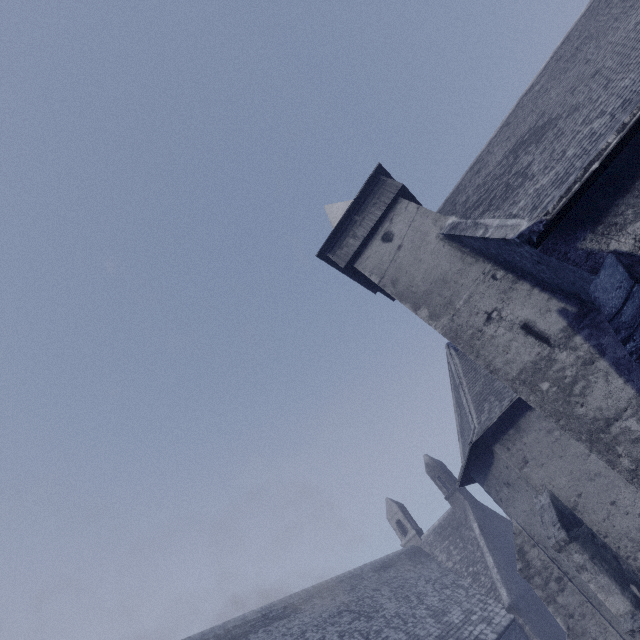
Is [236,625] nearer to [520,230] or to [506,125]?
[520,230]
